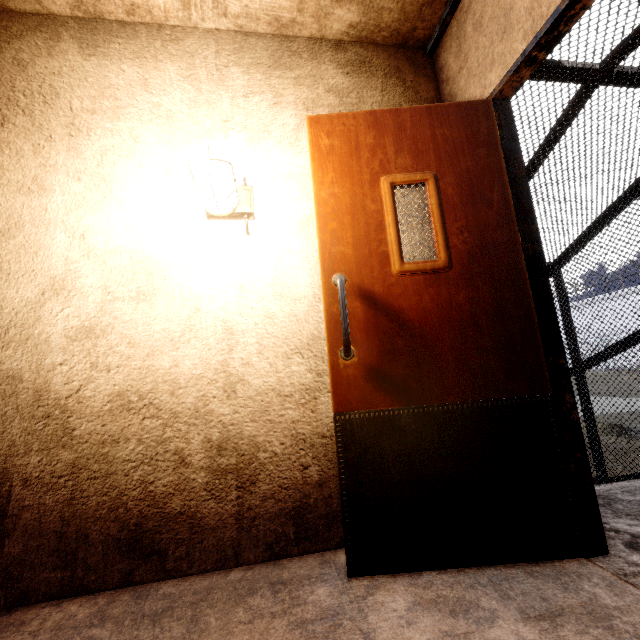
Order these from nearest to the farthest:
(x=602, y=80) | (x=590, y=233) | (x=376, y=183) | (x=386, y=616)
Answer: (x=386, y=616), (x=376, y=183), (x=602, y=80), (x=590, y=233)

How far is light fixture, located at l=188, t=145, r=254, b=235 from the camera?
1.5 meters

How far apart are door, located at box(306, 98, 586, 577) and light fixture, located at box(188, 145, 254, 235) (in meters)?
0.34

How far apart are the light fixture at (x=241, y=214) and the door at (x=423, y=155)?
0.34m

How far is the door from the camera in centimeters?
134cm

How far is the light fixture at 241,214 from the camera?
1.53m
